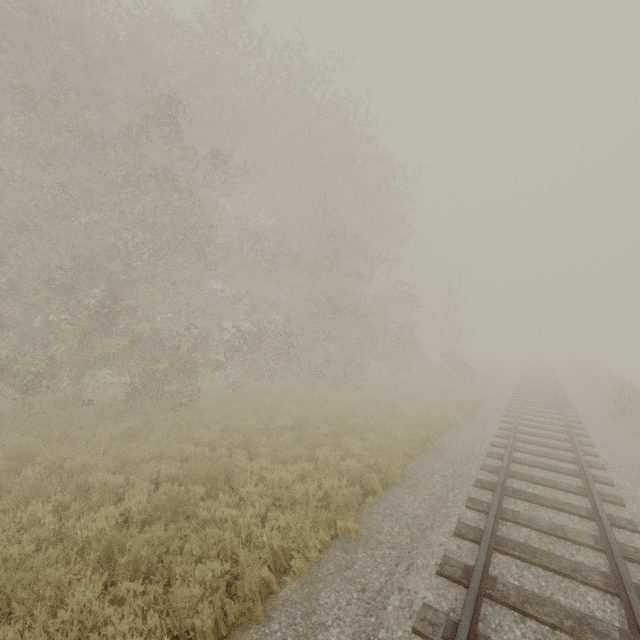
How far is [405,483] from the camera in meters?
7.0
